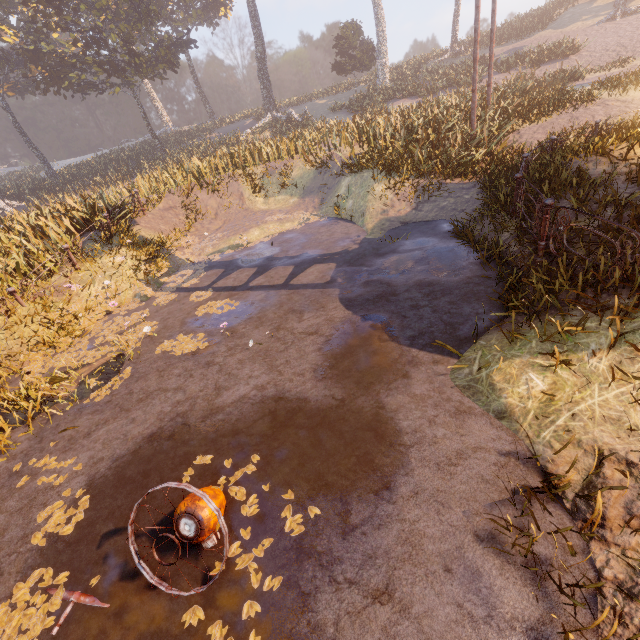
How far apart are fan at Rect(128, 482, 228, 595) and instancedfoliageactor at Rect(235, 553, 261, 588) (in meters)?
0.23

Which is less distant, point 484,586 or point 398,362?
point 484,586

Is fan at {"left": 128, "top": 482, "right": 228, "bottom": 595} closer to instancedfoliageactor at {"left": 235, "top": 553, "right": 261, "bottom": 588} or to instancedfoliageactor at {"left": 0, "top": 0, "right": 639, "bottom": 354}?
instancedfoliageactor at {"left": 235, "top": 553, "right": 261, "bottom": 588}

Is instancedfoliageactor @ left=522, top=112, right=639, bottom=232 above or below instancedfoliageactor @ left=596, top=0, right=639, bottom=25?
below

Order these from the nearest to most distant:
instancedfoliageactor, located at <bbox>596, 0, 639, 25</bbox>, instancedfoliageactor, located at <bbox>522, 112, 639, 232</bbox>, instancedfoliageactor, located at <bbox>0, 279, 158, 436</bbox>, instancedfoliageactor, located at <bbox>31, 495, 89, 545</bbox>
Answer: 1. instancedfoliageactor, located at <bbox>31, 495, 89, 545</bbox>
2. instancedfoliageactor, located at <bbox>522, 112, 639, 232</bbox>
3. instancedfoliageactor, located at <bbox>0, 279, 158, 436</bbox>
4. instancedfoliageactor, located at <bbox>596, 0, 639, 25</bbox>

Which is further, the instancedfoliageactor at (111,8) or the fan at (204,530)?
the instancedfoliageactor at (111,8)

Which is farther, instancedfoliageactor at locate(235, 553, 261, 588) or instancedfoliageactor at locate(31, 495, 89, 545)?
instancedfoliageactor at locate(31, 495, 89, 545)

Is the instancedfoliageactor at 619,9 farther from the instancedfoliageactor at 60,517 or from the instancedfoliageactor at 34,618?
the instancedfoliageactor at 34,618
